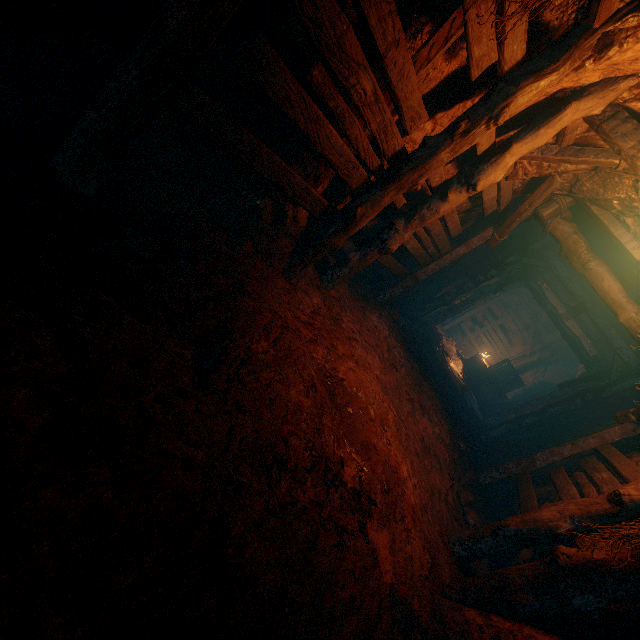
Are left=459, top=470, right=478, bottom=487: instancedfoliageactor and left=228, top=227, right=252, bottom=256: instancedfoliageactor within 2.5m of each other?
no

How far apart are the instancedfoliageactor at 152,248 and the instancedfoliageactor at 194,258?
0.1m

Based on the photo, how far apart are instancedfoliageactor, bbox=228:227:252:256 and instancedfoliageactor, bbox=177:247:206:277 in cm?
61

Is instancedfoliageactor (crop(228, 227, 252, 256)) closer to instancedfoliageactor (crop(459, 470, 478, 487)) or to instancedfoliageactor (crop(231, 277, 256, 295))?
instancedfoliageactor (crop(231, 277, 256, 295))

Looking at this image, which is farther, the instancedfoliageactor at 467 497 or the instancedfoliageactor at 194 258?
the instancedfoliageactor at 467 497

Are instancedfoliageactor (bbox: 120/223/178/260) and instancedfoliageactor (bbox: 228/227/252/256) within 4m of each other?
yes

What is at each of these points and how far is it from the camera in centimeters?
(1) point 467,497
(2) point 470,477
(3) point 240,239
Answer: (1) instancedfoliageactor, 530cm
(2) instancedfoliageactor, 612cm
(3) instancedfoliageactor, 352cm

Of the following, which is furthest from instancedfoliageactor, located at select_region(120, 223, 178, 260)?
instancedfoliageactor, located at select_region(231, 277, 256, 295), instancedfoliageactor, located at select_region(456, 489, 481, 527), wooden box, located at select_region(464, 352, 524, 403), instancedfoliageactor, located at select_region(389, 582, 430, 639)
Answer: wooden box, located at select_region(464, 352, 524, 403)
